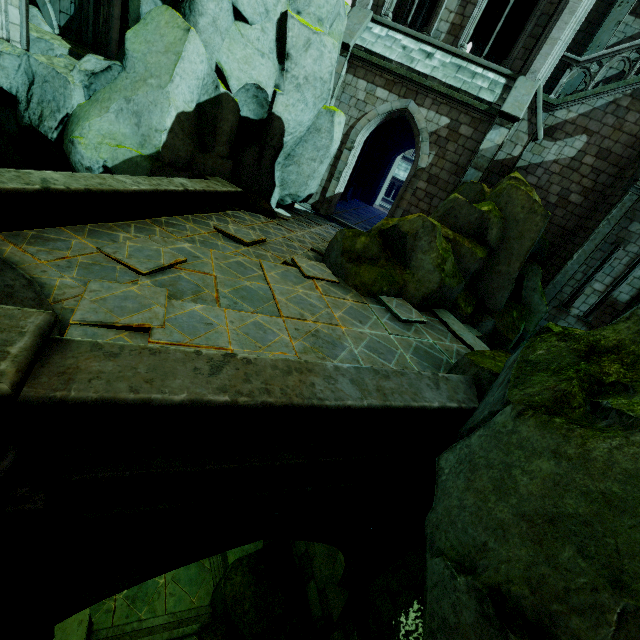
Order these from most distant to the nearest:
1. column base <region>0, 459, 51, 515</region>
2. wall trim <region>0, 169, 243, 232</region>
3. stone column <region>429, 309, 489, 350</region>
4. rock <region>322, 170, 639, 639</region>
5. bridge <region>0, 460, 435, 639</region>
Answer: stone column <region>429, 309, 489, 350</region> < wall trim <region>0, 169, 243, 232</region> < bridge <region>0, 460, 435, 639</region> < column base <region>0, 459, 51, 515</region> < rock <region>322, 170, 639, 639</region>

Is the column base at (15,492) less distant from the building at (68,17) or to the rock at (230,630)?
the rock at (230,630)

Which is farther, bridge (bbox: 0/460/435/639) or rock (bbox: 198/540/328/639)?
rock (bbox: 198/540/328/639)

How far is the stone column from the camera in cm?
829

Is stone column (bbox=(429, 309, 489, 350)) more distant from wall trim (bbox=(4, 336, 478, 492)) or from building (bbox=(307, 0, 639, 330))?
building (bbox=(307, 0, 639, 330))

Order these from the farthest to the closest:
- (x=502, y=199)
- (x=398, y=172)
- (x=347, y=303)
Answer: (x=398, y=172) → (x=502, y=199) → (x=347, y=303)

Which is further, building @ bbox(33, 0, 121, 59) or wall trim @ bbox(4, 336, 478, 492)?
building @ bbox(33, 0, 121, 59)

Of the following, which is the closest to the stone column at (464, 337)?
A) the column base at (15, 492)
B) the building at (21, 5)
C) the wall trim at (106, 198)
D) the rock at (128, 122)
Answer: the rock at (128, 122)
